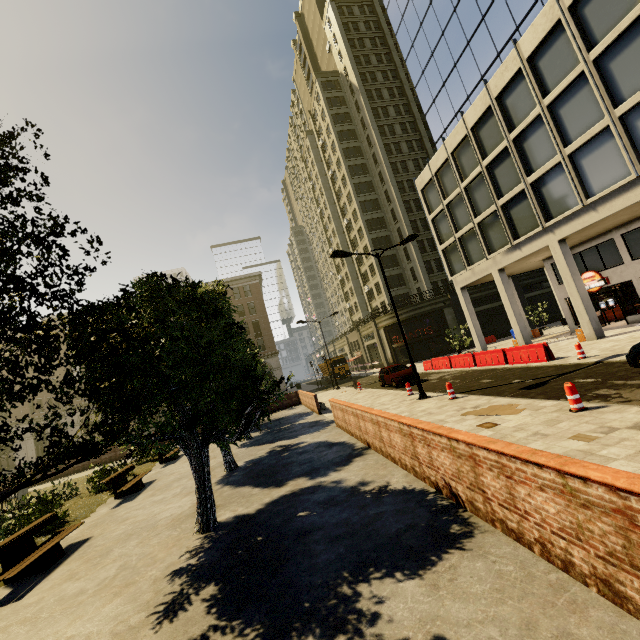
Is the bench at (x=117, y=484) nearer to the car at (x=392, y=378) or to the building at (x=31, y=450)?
the car at (x=392, y=378)

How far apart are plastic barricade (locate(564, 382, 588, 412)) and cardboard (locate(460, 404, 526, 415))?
1.16m

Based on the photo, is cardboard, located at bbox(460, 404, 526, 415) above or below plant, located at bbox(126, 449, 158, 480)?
below

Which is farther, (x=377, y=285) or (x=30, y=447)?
(x=377, y=285)

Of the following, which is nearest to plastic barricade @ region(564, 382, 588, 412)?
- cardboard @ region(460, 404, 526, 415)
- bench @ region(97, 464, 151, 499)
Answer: cardboard @ region(460, 404, 526, 415)

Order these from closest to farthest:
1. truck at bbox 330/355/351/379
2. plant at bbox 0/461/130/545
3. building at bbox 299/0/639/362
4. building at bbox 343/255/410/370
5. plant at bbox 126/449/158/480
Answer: plant at bbox 0/461/130/545
building at bbox 299/0/639/362
plant at bbox 126/449/158/480
building at bbox 343/255/410/370
truck at bbox 330/355/351/379

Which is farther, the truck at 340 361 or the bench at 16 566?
the truck at 340 361

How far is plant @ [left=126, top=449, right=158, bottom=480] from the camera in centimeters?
1665cm
